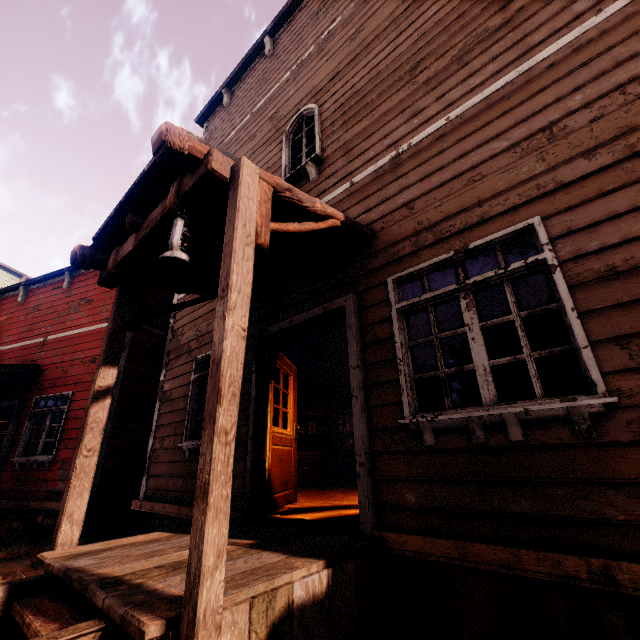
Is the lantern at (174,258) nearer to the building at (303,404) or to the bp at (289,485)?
the building at (303,404)

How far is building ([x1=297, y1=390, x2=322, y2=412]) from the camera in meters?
9.2

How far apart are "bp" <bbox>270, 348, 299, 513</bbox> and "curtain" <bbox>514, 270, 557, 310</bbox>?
3.2m

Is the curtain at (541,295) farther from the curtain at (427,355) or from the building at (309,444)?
the curtain at (427,355)

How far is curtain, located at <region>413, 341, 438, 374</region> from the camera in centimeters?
304cm

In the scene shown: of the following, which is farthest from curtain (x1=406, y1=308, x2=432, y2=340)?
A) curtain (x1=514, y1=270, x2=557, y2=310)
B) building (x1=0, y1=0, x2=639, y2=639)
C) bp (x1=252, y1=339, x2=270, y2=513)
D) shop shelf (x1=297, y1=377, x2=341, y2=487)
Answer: shop shelf (x1=297, y1=377, x2=341, y2=487)

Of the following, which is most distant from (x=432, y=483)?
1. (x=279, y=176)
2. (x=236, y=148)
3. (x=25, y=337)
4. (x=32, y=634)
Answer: (x=25, y=337)

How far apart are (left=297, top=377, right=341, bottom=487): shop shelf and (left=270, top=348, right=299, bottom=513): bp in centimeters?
248cm
